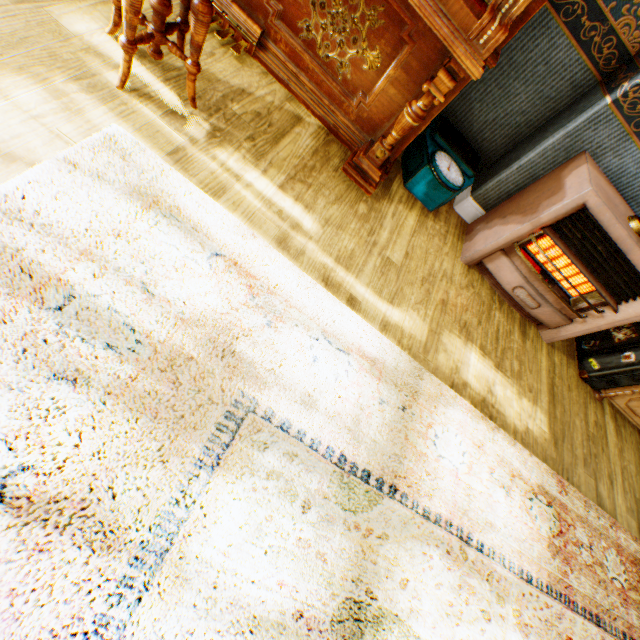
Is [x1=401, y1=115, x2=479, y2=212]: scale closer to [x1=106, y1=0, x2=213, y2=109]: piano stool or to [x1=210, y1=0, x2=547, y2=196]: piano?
[x1=210, y1=0, x2=547, y2=196]: piano

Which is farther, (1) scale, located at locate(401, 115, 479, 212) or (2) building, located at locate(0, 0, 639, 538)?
(1) scale, located at locate(401, 115, 479, 212)

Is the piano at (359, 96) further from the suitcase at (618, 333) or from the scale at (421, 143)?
the suitcase at (618, 333)

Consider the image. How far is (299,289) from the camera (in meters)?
1.61

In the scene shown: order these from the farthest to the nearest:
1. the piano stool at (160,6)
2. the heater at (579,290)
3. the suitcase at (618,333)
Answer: the suitcase at (618,333)
the heater at (579,290)
the piano stool at (160,6)

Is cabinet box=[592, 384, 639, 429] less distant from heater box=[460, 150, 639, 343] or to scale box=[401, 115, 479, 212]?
heater box=[460, 150, 639, 343]

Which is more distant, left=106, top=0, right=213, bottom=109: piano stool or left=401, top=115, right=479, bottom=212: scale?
left=401, top=115, right=479, bottom=212: scale

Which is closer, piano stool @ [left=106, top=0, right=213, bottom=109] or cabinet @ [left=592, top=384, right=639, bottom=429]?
piano stool @ [left=106, top=0, right=213, bottom=109]
